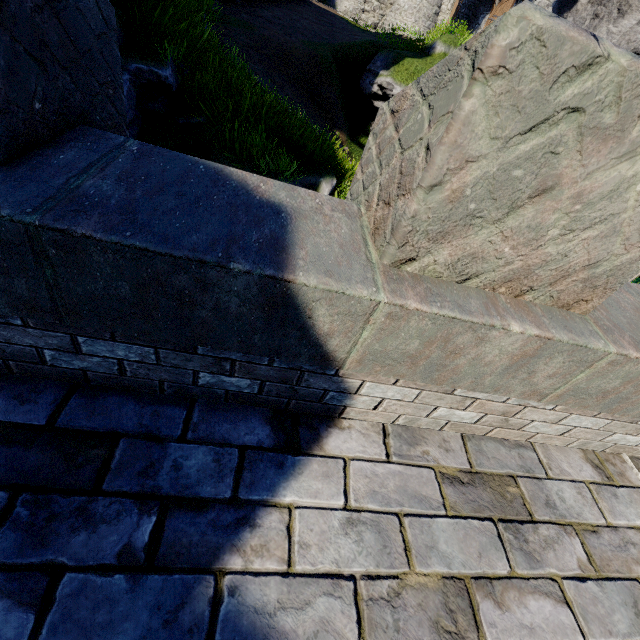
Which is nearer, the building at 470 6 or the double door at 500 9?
the double door at 500 9

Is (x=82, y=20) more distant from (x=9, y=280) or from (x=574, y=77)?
(x=574, y=77)

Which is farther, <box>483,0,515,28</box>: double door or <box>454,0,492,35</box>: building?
<box>454,0,492,35</box>: building
